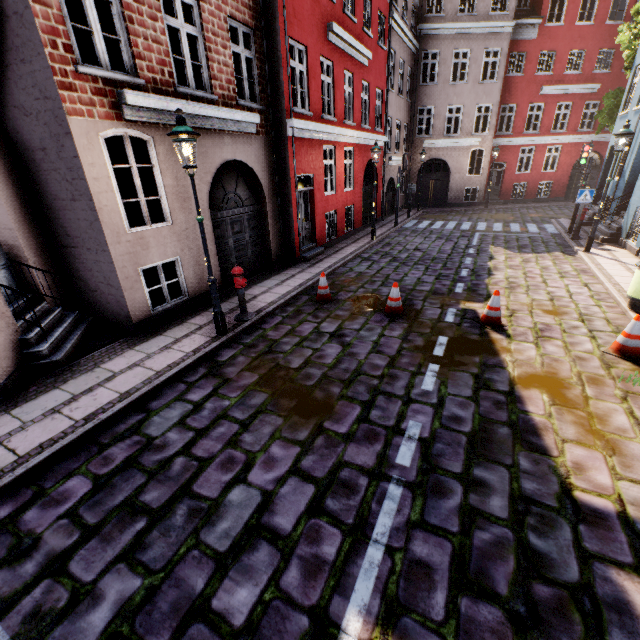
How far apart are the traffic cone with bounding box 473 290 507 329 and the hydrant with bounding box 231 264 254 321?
4.94m

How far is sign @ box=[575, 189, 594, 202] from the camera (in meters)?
12.10

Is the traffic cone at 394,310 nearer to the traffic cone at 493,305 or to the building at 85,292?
the traffic cone at 493,305

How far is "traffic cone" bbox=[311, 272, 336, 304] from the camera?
8.23m

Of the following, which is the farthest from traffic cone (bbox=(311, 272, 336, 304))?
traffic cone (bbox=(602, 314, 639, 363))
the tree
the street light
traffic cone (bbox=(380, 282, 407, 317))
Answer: the tree

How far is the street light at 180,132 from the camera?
5.1 meters

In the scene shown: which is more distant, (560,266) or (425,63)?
(425,63)

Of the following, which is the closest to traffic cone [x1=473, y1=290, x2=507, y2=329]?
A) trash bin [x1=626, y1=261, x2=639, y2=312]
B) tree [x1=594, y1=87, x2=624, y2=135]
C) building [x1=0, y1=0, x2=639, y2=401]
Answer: trash bin [x1=626, y1=261, x2=639, y2=312]
